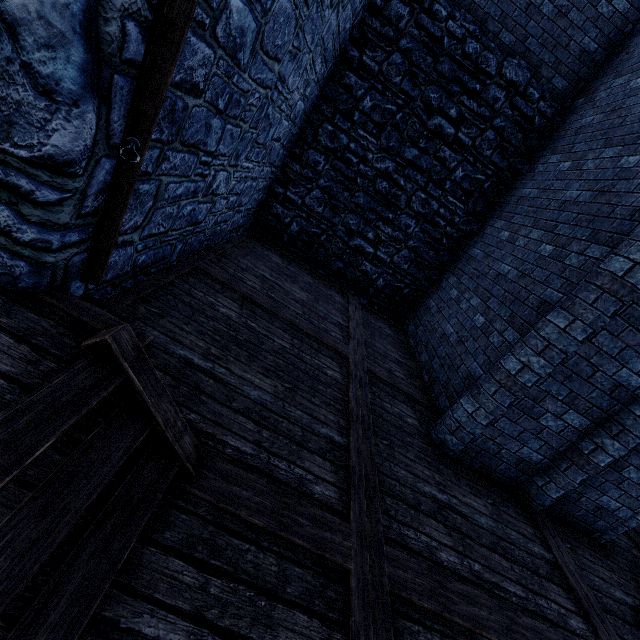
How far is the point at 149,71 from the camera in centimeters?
176cm
